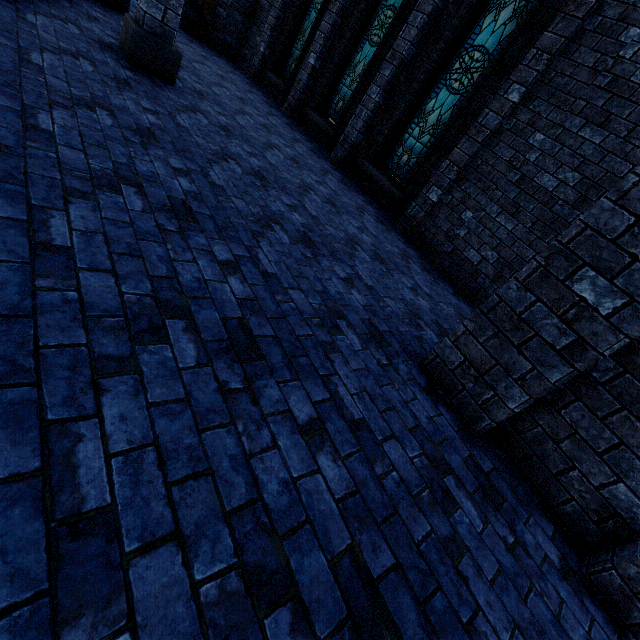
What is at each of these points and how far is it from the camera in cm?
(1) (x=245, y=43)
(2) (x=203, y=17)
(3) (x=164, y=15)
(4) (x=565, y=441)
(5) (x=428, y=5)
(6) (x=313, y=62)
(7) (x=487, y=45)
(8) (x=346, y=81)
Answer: (1) building, 1163
(2) wooden post, 1043
(3) pillar, 478
(4) building, 259
(5) building, 654
(6) building, 902
(7) window glass, 622
(8) window glass, 877

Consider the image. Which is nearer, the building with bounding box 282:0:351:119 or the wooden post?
the building with bounding box 282:0:351:119

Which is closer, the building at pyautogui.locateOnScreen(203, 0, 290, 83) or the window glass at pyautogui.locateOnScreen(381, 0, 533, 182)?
the window glass at pyautogui.locateOnScreen(381, 0, 533, 182)

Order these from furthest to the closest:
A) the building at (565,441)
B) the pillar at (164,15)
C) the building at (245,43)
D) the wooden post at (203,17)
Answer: the building at (245,43) < the wooden post at (203,17) < the pillar at (164,15) < the building at (565,441)

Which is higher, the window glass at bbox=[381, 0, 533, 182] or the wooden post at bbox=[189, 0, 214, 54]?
the window glass at bbox=[381, 0, 533, 182]

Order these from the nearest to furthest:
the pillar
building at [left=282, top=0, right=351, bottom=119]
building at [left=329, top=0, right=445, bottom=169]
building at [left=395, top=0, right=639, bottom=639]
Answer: building at [left=395, top=0, right=639, bottom=639], the pillar, building at [left=329, top=0, right=445, bottom=169], building at [left=282, top=0, right=351, bottom=119]

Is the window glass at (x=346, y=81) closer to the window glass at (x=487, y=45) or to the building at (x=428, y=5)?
the building at (x=428, y=5)

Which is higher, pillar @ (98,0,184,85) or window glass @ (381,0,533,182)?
window glass @ (381,0,533,182)
